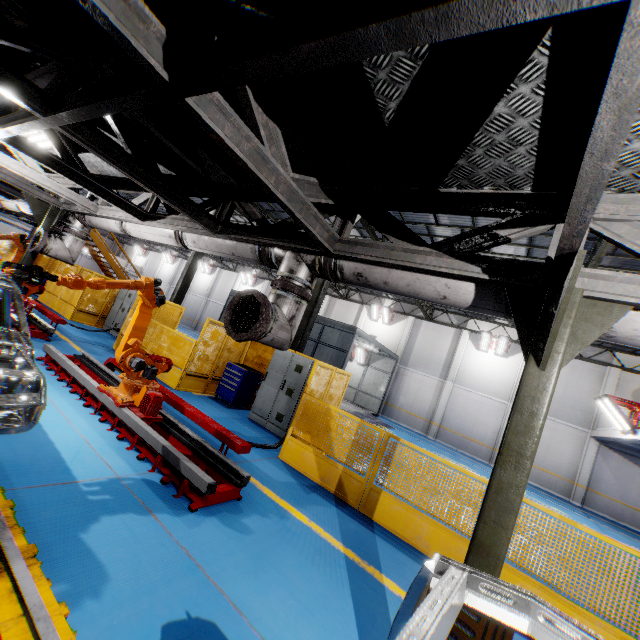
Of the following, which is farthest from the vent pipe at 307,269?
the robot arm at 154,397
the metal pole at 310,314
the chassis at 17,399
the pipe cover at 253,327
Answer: the metal pole at 310,314

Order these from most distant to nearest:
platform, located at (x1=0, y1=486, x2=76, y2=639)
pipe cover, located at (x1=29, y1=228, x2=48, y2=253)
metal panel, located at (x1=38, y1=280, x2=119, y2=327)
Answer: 1. metal panel, located at (x1=38, y1=280, x2=119, y2=327)
2. pipe cover, located at (x1=29, y1=228, x2=48, y2=253)
3. platform, located at (x1=0, y1=486, x2=76, y2=639)

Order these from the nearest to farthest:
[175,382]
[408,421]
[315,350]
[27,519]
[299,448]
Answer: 1. [27,519]
2. [299,448]
3. [175,382]
4. [315,350]
5. [408,421]

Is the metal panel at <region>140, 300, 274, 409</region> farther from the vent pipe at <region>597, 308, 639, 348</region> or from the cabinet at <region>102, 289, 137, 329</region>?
the vent pipe at <region>597, 308, 639, 348</region>

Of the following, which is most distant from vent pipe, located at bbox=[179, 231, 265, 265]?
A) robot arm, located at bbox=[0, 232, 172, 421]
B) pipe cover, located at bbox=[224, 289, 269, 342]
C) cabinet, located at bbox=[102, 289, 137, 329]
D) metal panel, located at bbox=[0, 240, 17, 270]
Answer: cabinet, located at bbox=[102, 289, 137, 329]

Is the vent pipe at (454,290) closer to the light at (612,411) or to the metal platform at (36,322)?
→ the metal platform at (36,322)

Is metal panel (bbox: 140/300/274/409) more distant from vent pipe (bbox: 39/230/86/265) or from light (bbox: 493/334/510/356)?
light (bbox: 493/334/510/356)

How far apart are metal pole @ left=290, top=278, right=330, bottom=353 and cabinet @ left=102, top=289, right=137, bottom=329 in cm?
665
